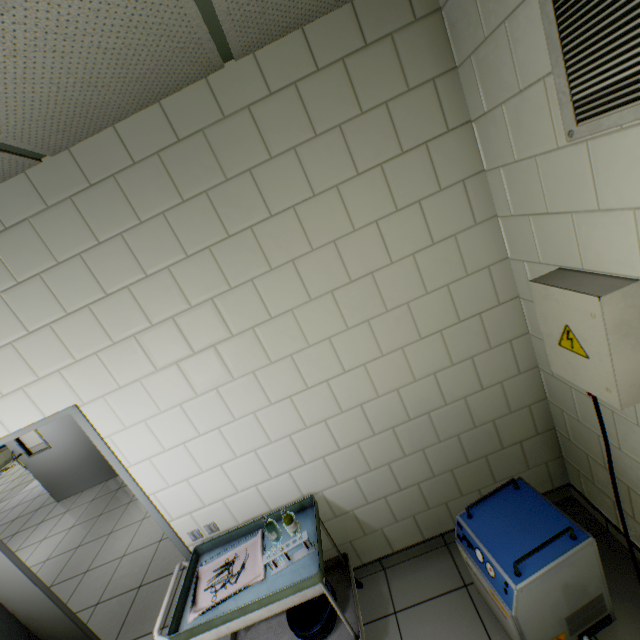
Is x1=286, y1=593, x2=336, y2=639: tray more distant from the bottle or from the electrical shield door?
the electrical shield door

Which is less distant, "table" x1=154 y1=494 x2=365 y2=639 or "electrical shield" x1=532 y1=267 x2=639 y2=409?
"electrical shield" x1=532 y1=267 x2=639 y2=409

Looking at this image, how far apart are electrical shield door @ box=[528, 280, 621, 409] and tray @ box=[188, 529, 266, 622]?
1.98m

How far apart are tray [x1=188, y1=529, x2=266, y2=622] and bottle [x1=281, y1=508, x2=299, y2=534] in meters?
0.2

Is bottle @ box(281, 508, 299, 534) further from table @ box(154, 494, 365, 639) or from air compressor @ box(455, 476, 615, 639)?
air compressor @ box(455, 476, 615, 639)

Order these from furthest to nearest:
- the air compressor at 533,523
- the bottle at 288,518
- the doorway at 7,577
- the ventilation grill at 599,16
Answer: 1. the doorway at 7,577
2. the bottle at 288,518
3. the air compressor at 533,523
4. the ventilation grill at 599,16

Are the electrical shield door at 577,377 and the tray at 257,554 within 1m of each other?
no

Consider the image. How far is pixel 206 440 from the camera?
2.0 meters
